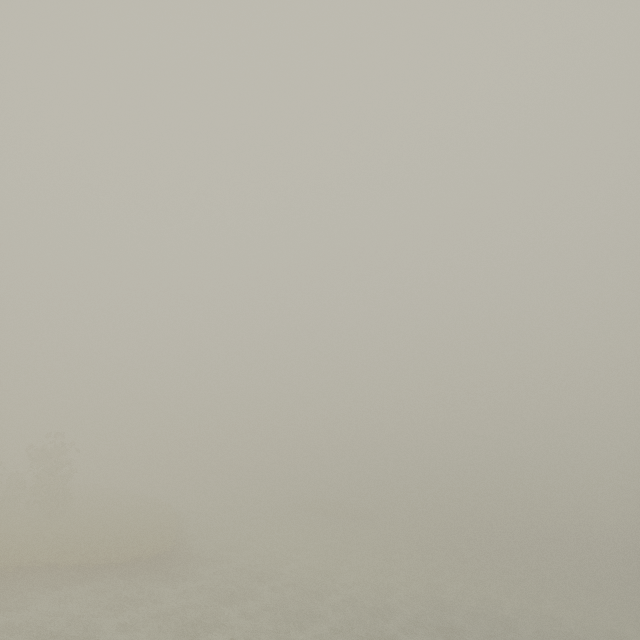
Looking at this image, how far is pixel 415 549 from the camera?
47.8m
